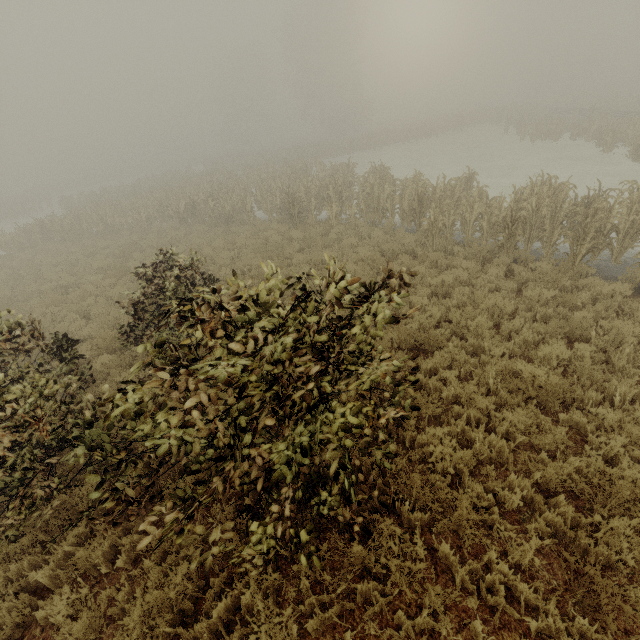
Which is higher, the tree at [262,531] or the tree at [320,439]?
the tree at [320,439]

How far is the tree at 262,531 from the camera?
3.7 meters

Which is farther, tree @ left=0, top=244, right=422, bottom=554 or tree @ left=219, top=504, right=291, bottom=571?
tree @ left=219, top=504, right=291, bottom=571

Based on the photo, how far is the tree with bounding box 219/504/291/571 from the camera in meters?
3.7 m

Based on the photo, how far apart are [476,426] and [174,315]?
5.1 meters

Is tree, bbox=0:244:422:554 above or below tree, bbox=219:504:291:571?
above
